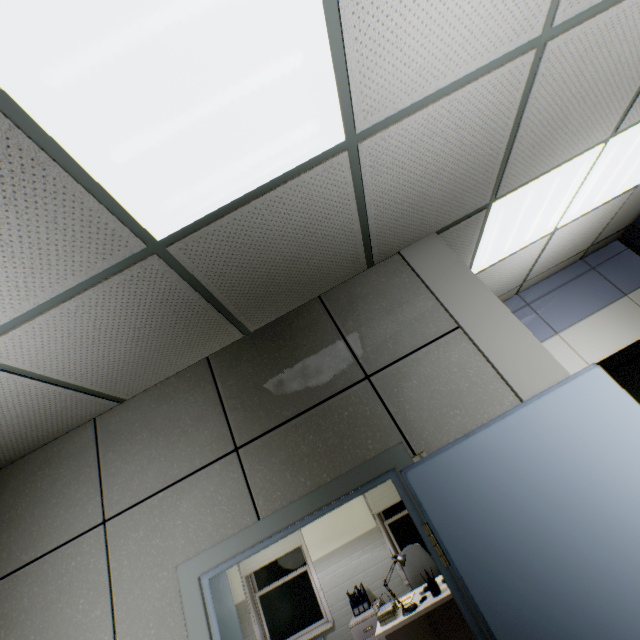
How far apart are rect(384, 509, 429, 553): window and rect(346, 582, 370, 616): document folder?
0.84m

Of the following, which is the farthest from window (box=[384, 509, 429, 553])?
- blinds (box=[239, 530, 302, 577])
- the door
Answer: the door

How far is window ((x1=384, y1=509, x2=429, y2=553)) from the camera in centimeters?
571cm

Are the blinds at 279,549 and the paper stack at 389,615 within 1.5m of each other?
no

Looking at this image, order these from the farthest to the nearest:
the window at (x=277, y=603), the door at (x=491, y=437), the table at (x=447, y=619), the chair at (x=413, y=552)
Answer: the window at (x=277, y=603), the chair at (x=413, y=552), the table at (x=447, y=619), the door at (x=491, y=437)

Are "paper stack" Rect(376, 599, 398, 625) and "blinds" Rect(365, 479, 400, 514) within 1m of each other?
no

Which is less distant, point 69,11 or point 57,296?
point 69,11

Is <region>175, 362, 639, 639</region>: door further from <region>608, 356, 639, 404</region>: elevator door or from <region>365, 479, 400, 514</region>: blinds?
<region>365, 479, 400, 514</region>: blinds
